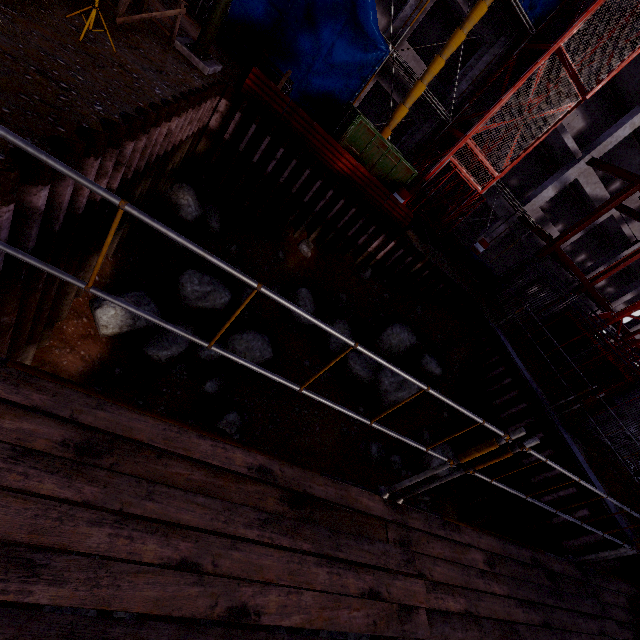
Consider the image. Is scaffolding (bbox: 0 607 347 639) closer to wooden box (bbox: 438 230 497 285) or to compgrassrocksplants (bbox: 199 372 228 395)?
compgrassrocksplants (bbox: 199 372 228 395)

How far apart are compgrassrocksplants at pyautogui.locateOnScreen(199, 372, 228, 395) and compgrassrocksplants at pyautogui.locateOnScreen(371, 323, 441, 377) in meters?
3.9

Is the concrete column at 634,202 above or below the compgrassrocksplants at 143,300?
above

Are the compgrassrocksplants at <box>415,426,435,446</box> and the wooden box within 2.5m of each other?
no

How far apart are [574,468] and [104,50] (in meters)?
13.29

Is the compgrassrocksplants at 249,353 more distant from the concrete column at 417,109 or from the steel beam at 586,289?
the steel beam at 586,289

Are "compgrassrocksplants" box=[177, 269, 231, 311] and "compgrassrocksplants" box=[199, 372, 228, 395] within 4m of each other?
yes

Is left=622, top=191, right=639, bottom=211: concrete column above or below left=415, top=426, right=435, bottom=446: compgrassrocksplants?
above
